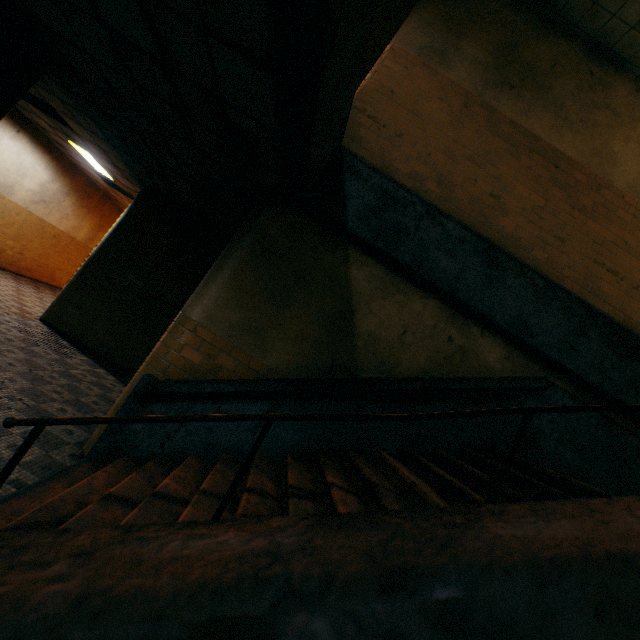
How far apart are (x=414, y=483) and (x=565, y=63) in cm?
671
